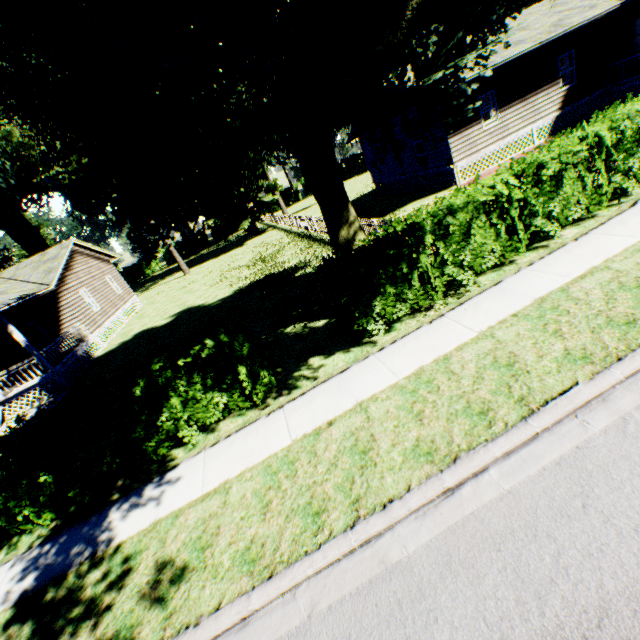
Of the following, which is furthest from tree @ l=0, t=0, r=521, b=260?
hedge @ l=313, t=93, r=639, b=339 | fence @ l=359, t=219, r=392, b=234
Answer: fence @ l=359, t=219, r=392, b=234

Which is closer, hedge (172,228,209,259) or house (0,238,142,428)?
house (0,238,142,428)

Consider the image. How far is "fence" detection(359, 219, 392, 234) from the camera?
11.9m

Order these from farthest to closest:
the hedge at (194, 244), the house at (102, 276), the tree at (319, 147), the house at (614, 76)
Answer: the hedge at (194, 244), the house at (614, 76), the house at (102, 276), the tree at (319, 147)

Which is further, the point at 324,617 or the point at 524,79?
the point at 524,79

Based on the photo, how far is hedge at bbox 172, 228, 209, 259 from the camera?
57.66m

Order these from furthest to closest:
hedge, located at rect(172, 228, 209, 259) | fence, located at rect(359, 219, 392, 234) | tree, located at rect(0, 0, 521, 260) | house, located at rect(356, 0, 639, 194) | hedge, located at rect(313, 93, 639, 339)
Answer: hedge, located at rect(172, 228, 209, 259) < house, located at rect(356, 0, 639, 194) < fence, located at rect(359, 219, 392, 234) < hedge, located at rect(313, 93, 639, 339) < tree, located at rect(0, 0, 521, 260)

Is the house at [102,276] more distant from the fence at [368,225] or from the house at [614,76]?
the house at [614,76]
